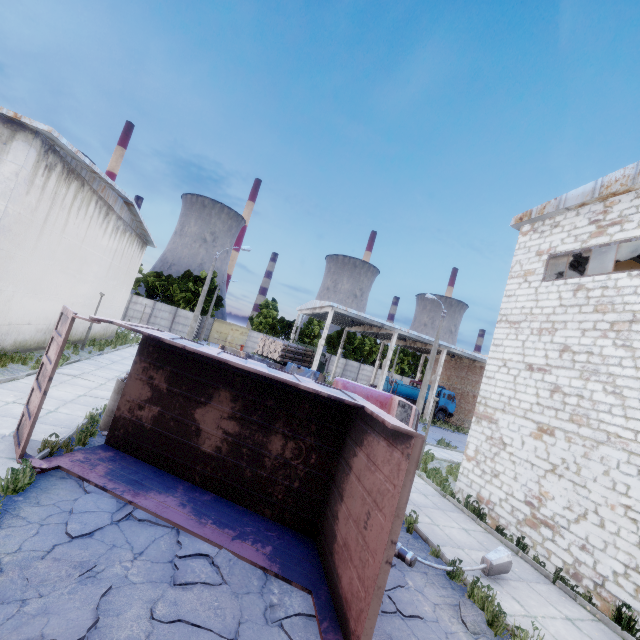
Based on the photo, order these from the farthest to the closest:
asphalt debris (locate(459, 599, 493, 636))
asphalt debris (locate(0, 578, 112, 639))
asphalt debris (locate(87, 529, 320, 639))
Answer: asphalt debris (locate(459, 599, 493, 636)) → asphalt debris (locate(87, 529, 320, 639)) → asphalt debris (locate(0, 578, 112, 639))

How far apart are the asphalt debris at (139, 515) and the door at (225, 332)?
46.95m

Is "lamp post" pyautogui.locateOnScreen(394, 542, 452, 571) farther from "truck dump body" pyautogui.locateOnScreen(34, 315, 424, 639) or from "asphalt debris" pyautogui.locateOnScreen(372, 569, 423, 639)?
"truck dump body" pyautogui.locateOnScreen(34, 315, 424, 639)

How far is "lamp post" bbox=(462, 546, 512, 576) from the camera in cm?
708

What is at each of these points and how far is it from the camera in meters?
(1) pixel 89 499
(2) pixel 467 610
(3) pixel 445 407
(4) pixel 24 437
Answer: (1) asphalt debris, 5.8
(2) asphalt debris, 5.8
(3) truck, 35.9
(4) truck dump back, 6.2

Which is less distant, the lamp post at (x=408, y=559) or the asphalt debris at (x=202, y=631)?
the asphalt debris at (x=202, y=631)

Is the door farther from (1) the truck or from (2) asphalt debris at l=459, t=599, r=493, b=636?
(2) asphalt debris at l=459, t=599, r=493, b=636

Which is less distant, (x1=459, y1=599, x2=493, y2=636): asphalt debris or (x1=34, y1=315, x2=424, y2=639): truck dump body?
(x1=34, y1=315, x2=424, y2=639): truck dump body
